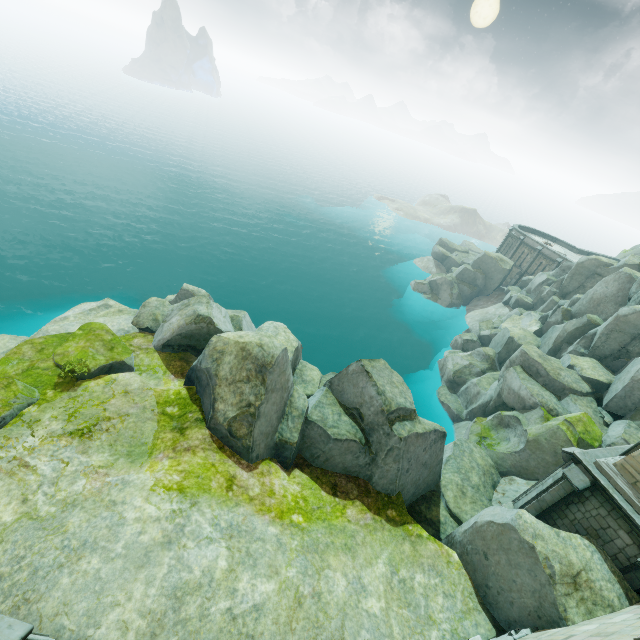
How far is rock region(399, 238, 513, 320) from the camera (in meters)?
47.75

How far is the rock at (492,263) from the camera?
47.8m

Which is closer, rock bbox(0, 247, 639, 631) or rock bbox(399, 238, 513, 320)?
rock bbox(0, 247, 639, 631)

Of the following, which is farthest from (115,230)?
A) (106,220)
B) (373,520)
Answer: (373,520)

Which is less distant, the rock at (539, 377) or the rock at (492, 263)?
the rock at (539, 377)
